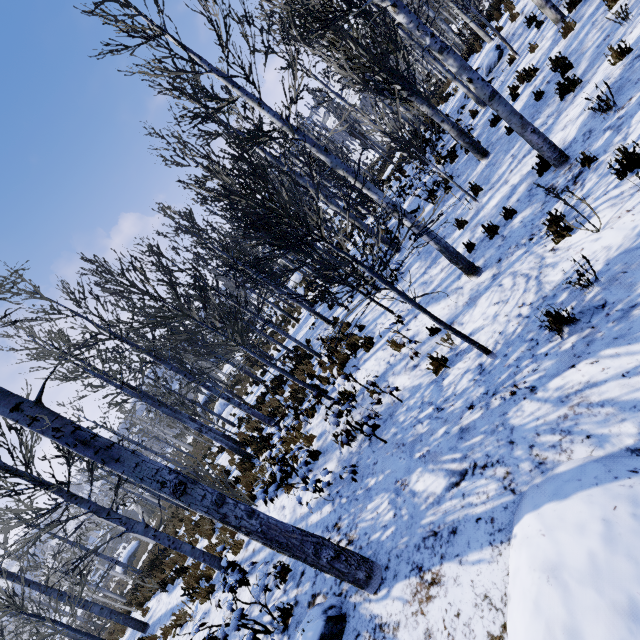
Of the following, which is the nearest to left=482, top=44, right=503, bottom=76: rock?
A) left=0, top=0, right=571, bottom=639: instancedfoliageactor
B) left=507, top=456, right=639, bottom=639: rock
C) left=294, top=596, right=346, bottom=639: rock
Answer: left=0, top=0, right=571, bottom=639: instancedfoliageactor

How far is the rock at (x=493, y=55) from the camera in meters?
11.9 m

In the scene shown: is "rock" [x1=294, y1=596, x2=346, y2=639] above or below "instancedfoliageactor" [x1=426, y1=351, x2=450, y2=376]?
above

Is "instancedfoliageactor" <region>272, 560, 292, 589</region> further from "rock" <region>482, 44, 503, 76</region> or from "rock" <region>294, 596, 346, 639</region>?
"rock" <region>294, 596, 346, 639</region>

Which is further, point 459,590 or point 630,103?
point 630,103

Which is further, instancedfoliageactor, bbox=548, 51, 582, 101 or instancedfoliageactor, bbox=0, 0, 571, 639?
instancedfoliageactor, bbox=548, 51, 582, 101

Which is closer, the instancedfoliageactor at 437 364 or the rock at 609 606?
the rock at 609 606

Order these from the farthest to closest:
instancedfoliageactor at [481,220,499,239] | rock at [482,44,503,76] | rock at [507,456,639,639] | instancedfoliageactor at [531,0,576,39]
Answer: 1. rock at [482,44,503,76]
2. instancedfoliageactor at [531,0,576,39]
3. instancedfoliageactor at [481,220,499,239]
4. rock at [507,456,639,639]
